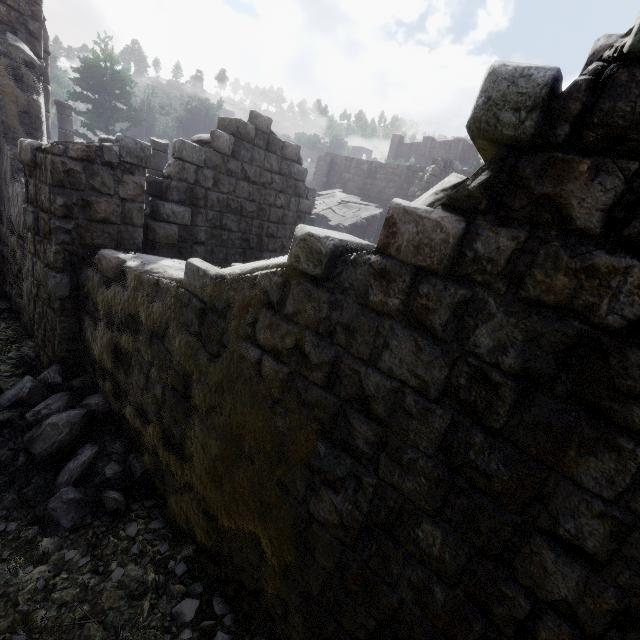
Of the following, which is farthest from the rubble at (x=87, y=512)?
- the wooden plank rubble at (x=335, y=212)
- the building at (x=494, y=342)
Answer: the wooden plank rubble at (x=335, y=212)

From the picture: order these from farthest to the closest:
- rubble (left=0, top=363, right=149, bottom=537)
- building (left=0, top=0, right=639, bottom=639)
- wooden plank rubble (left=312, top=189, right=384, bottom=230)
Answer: wooden plank rubble (left=312, top=189, right=384, bottom=230) < rubble (left=0, top=363, right=149, bottom=537) < building (left=0, top=0, right=639, bottom=639)

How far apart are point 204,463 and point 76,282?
3.9m

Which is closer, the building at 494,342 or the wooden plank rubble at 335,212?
the building at 494,342

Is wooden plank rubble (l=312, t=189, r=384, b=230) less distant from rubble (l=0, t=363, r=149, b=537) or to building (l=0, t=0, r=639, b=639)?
building (l=0, t=0, r=639, b=639)

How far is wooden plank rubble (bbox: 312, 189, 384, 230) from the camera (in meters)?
17.89
